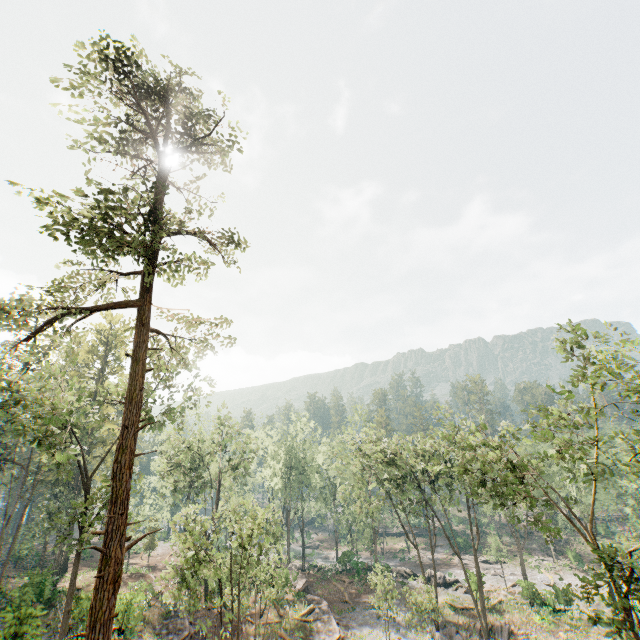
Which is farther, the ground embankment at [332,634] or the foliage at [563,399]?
the ground embankment at [332,634]

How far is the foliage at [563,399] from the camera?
16.2m

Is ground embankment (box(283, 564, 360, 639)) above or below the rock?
above

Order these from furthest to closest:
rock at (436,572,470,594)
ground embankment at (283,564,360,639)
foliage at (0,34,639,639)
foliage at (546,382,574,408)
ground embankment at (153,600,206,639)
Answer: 1. rock at (436,572,470,594)
2. ground embankment at (283,564,360,639)
3. ground embankment at (153,600,206,639)
4. foliage at (546,382,574,408)
5. foliage at (0,34,639,639)

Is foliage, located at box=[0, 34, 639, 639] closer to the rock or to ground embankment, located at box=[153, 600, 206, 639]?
the rock

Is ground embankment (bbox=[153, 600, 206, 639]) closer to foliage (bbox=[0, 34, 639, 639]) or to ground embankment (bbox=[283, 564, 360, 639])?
foliage (bbox=[0, 34, 639, 639])

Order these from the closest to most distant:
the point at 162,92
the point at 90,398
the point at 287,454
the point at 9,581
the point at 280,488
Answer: the point at 162,92 < the point at 90,398 < the point at 9,581 < the point at 280,488 < the point at 287,454

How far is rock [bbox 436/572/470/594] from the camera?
40.68m
